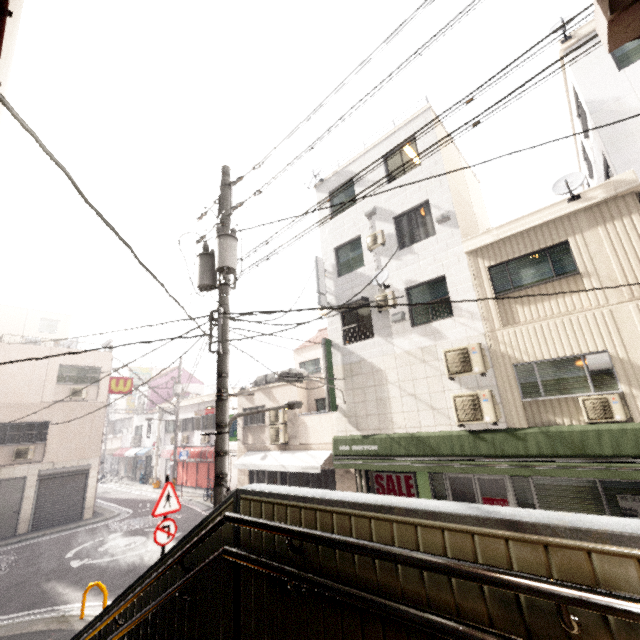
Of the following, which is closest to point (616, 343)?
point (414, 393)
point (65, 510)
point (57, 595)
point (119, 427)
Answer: point (414, 393)

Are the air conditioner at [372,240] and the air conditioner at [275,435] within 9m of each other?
yes

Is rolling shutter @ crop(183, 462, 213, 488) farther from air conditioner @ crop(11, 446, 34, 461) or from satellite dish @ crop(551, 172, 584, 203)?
satellite dish @ crop(551, 172, 584, 203)

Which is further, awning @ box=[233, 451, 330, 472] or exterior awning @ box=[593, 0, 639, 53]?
awning @ box=[233, 451, 330, 472]

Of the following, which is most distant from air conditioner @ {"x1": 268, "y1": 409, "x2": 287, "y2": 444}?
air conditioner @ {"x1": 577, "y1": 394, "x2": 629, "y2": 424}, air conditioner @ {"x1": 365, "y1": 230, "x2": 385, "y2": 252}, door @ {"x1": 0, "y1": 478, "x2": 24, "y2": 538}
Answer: door @ {"x1": 0, "y1": 478, "x2": 24, "y2": 538}

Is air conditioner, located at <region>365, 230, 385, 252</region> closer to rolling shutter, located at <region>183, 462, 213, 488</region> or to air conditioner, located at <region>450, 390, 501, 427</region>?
air conditioner, located at <region>450, 390, 501, 427</region>

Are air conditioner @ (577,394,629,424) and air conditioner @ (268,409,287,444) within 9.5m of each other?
no

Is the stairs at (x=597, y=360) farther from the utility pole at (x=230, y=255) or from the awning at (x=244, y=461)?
the awning at (x=244, y=461)
